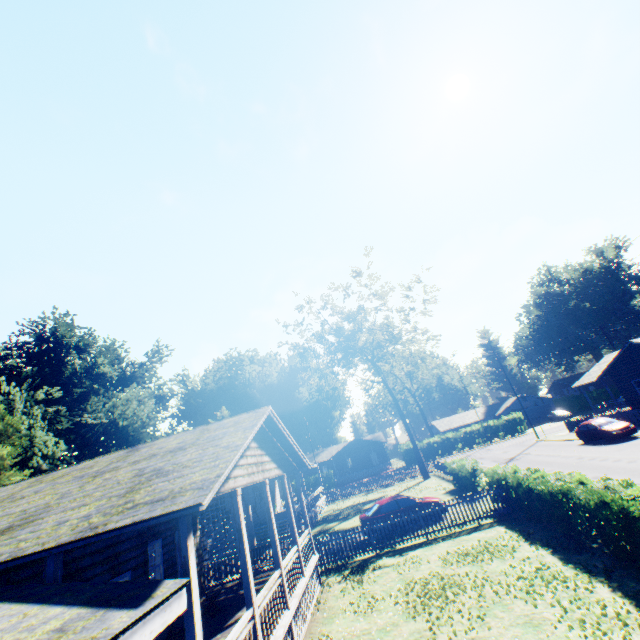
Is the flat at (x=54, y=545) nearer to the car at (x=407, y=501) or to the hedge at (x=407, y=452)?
the car at (x=407, y=501)

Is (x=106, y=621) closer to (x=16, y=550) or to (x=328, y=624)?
(x=16, y=550)

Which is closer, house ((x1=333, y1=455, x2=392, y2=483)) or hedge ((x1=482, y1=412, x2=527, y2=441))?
hedge ((x1=482, y1=412, x2=527, y2=441))

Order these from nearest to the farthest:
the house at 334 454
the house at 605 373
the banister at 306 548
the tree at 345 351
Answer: the banister at 306 548, the house at 605 373, the tree at 345 351, the house at 334 454

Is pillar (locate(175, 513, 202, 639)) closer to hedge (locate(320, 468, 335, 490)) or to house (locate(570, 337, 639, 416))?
house (locate(570, 337, 639, 416))

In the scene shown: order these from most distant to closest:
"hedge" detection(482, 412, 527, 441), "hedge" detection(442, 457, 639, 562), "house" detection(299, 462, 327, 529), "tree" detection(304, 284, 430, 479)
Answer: "hedge" detection(482, 412, 527, 441), "tree" detection(304, 284, 430, 479), "house" detection(299, 462, 327, 529), "hedge" detection(442, 457, 639, 562)

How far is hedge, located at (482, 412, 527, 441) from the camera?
50.78m

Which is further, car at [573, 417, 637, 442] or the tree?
the tree
